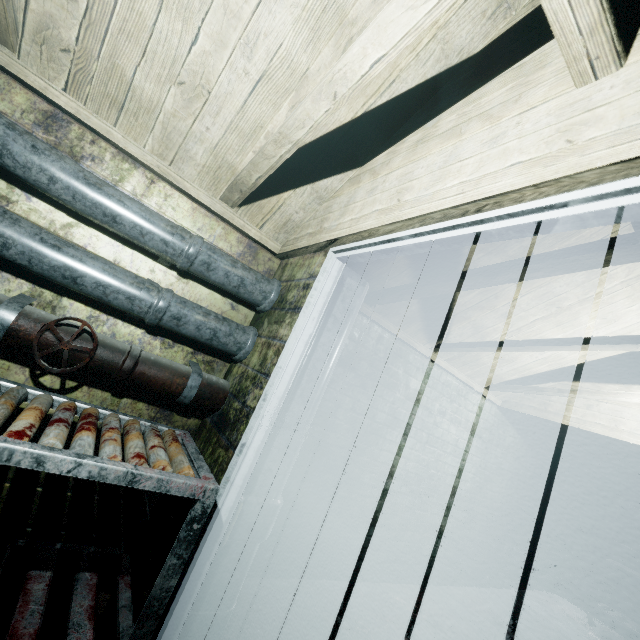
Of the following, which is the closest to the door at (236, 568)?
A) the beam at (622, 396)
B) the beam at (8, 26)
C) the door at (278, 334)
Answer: the door at (278, 334)

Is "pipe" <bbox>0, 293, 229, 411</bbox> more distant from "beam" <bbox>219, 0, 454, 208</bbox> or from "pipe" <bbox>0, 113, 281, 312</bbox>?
"beam" <bbox>219, 0, 454, 208</bbox>

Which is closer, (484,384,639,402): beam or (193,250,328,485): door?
(193,250,328,485): door

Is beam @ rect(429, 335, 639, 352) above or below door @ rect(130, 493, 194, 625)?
above

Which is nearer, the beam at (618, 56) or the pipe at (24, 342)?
the beam at (618, 56)

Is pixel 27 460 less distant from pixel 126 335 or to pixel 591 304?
pixel 126 335

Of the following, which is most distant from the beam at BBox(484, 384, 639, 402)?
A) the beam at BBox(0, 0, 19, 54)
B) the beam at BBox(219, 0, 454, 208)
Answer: the beam at BBox(0, 0, 19, 54)

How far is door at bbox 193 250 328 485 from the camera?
1.5 meters
